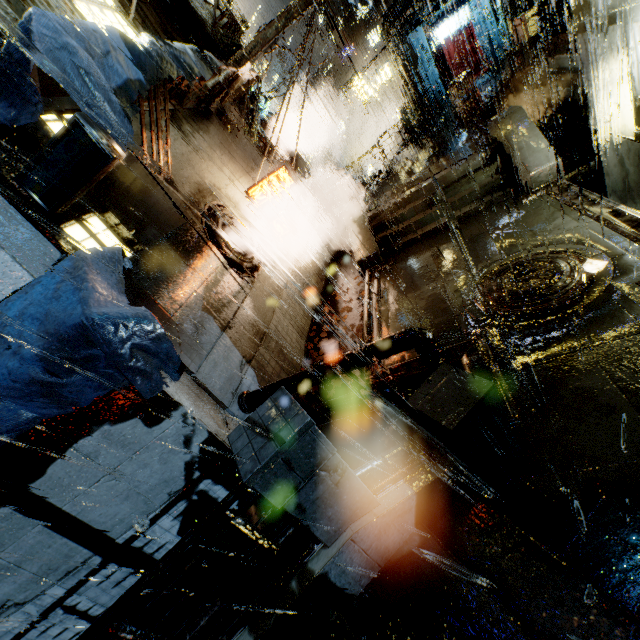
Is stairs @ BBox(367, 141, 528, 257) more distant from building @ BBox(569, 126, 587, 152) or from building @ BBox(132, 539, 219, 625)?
building @ BBox(569, 126, 587, 152)

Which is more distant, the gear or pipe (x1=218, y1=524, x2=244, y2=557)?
the gear

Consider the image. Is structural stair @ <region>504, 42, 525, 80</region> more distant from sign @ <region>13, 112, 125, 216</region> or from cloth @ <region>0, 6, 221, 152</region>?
sign @ <region>13, 112, 125, 216</region>

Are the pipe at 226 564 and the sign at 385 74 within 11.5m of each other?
no

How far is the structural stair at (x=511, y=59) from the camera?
15.5 meters

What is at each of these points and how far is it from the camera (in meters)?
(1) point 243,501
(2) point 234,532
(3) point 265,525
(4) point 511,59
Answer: (1) building, 6.42
(2) pipe, 5.99
(3) pipe, 6.08
(4) structural stair, 16.30

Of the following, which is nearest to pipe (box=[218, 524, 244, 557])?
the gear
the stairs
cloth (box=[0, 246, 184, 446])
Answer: cloth (box=[0, 246, 184, 446])

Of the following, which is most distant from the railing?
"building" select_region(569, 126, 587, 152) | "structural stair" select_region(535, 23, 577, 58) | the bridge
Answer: "building" select_region(569, 126, 587, 152)
